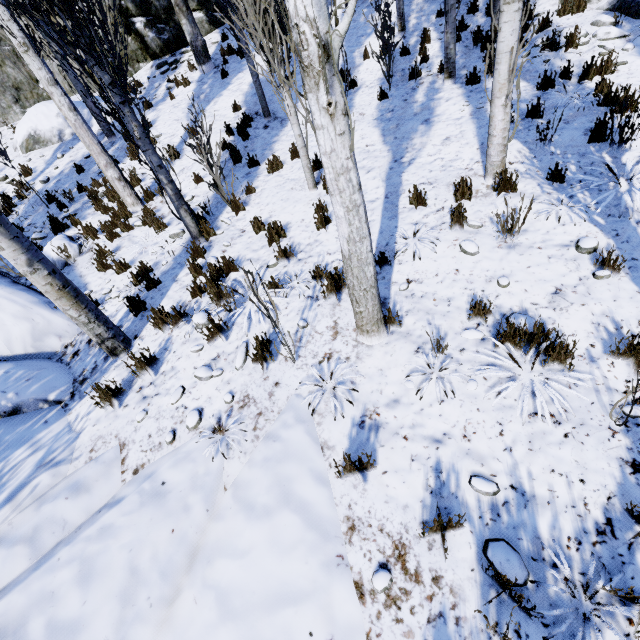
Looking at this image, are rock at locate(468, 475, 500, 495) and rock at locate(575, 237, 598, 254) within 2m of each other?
no

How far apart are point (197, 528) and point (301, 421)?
1.3m

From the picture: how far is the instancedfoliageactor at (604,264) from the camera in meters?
3.5 m

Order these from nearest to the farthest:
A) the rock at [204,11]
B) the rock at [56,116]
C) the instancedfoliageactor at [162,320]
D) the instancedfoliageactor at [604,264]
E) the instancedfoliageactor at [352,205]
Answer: the instancedfoliageactor at [352,205] → the instancedfoliageactor at [604,264] → the instancedfoliageactor at [162,320] → the rock at [56,116] → the rock at [204,11]

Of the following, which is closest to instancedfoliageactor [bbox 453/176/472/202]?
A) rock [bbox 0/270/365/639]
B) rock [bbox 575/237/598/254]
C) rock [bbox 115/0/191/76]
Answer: rock [bbox 0/270/365/639]

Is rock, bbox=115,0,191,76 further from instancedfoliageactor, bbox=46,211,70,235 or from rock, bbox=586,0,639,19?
rock, bbox=586,0,639,19

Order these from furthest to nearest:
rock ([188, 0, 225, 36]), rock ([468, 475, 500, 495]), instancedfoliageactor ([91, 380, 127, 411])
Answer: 1. rock ([188, 0, 225, 36])
2. instancedfoliageactor ([91, 380, 127, 411])
3. rock ([468, 475, 500, 495])

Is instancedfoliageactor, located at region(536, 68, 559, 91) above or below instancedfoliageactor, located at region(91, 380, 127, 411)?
above
